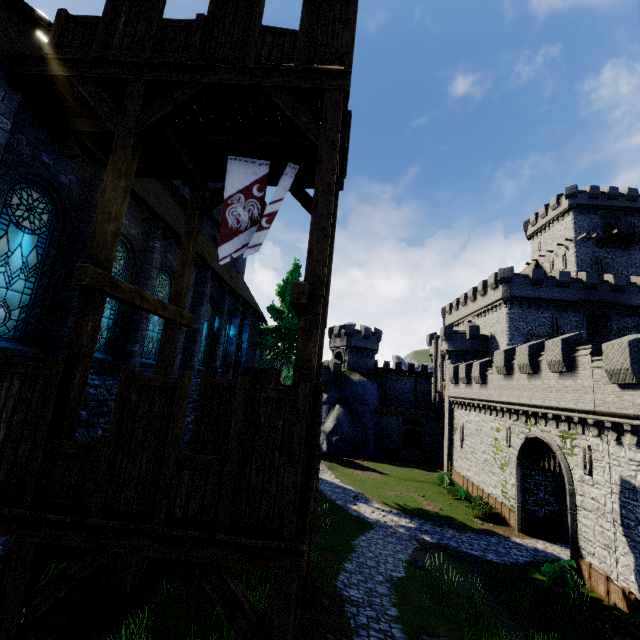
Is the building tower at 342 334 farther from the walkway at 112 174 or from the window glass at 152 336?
the walkway at 112 174

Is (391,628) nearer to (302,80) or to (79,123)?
(302,80)

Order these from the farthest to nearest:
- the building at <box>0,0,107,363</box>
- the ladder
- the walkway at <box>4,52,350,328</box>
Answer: the ladder
the building at <box>0,0,107,363</box>
the walkway at <box>4,52,350,328</box>

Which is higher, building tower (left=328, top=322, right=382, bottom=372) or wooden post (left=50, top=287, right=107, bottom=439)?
building tower (left=328, top=322, right=382, bottom=372)

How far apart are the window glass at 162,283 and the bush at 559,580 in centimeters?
2010cm

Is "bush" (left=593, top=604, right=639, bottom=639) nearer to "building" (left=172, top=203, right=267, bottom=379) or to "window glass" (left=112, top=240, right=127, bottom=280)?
"building" (left=172, top=203, right=267, bottom=379)

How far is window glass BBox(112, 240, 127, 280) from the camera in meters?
10.6 m

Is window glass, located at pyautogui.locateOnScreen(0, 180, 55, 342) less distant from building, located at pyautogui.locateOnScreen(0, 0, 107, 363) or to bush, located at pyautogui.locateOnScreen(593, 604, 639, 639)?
building, located at pyautogui.locateOnScreen(0, 0, 107, 363)
